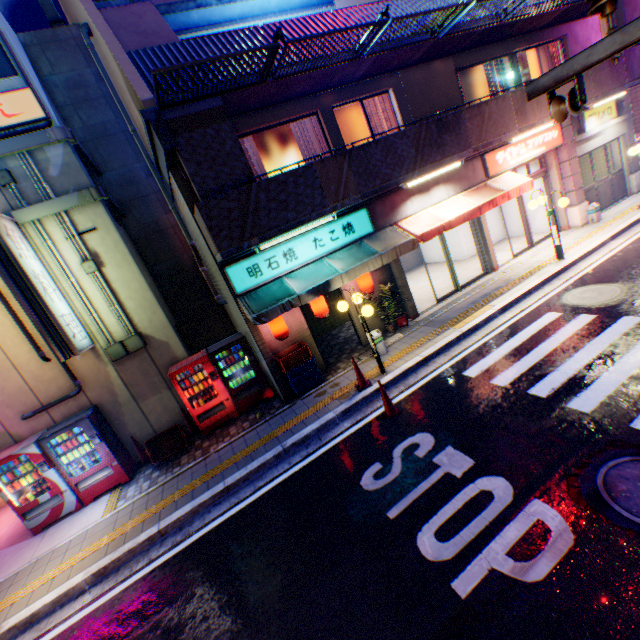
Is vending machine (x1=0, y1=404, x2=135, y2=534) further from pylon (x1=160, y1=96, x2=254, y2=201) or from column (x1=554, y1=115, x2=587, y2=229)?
column (x1=554, y1=115, x2=587, y2=229)

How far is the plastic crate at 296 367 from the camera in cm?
885

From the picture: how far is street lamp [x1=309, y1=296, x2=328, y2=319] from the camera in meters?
9.0

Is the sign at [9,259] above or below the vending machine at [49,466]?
above

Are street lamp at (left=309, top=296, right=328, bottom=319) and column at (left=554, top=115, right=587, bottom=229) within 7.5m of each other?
no

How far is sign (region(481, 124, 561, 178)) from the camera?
10.9 meters

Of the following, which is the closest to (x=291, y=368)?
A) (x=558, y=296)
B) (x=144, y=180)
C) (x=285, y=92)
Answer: (x=285, y=92)

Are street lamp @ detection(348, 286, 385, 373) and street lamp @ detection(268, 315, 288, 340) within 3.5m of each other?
yes
